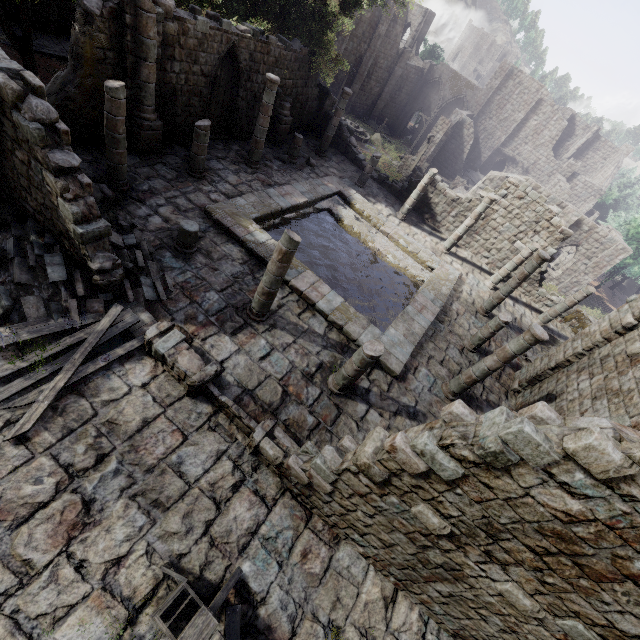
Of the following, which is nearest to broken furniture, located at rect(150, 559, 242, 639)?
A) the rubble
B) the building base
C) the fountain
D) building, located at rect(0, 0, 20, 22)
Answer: building, located at rect(0, 0, 20, 22)

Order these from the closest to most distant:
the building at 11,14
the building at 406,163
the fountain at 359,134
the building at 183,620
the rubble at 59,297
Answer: the building at 183,620
the rubble at 59,297
the building at 11,14
the building at 406,163
the fountain at 359,134

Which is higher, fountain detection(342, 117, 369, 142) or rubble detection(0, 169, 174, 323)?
rubble detection(0, 169, 174, 323)

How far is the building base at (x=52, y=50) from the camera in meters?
17.6

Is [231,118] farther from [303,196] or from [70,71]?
[70,71]

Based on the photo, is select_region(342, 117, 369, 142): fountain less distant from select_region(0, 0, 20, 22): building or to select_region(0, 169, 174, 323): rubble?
select_region(0, 0, 20, 22): building

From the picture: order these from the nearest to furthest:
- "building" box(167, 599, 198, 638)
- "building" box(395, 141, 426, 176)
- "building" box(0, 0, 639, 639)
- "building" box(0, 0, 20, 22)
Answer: "building" box(0, 0, 639, 639), "building" box(167, 599, 198, 638), "building" box(0, 0, 20, 22), "building" box(395, 141, 426, 176)

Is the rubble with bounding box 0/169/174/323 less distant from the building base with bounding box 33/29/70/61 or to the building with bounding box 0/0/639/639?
the building with bounding box 0/0/639/639
